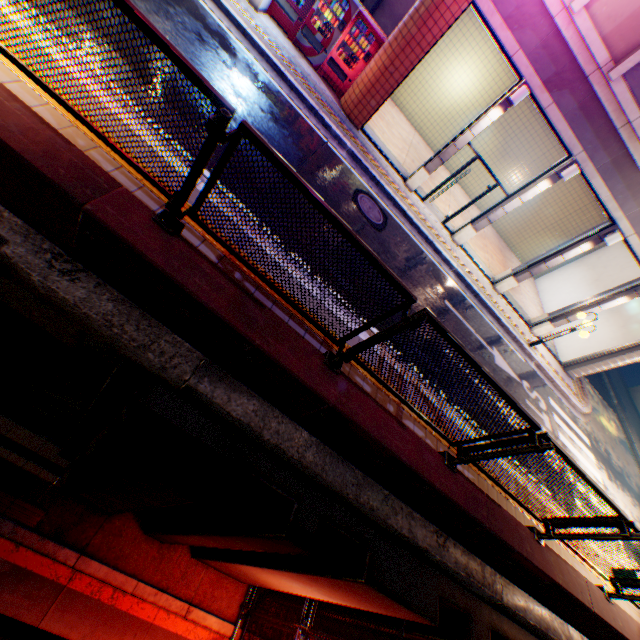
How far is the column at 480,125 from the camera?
9.5 meters

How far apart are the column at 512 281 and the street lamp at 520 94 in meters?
5.4

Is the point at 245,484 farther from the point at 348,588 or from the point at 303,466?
the point at 348,588

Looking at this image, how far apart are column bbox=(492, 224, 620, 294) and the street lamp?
5.43m

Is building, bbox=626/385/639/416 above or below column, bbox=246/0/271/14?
above

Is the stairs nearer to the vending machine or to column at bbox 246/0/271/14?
the vending machine

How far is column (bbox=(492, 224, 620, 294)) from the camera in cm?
1105

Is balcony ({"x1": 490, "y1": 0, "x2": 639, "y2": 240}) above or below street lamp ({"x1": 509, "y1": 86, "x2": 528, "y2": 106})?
above
